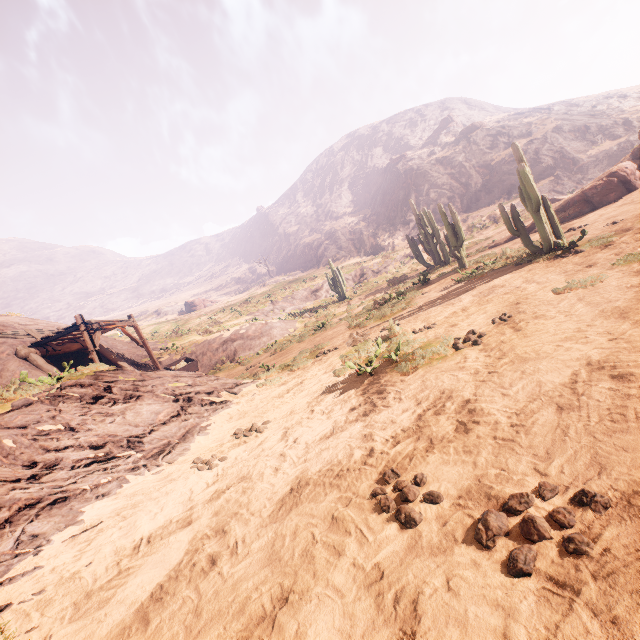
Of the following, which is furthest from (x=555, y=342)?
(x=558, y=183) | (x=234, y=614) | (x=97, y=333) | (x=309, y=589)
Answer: (x=558, y=183)

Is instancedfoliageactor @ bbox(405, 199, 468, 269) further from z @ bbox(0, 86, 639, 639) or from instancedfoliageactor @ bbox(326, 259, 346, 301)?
instancedfoliageactor @ bbox(326, 259, 346, 301)

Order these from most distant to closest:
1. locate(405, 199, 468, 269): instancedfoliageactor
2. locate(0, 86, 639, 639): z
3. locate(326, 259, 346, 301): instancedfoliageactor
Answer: locate(326, 259, 346, 301): instancedfoliageactor, locate(405, 199, 468, 269): instancedfoliageactor, locate(0, 86, 639, 639): z

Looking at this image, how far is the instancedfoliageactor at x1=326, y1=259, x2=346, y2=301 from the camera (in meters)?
29.97

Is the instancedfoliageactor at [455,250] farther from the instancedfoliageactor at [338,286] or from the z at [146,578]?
the instancedfoliageactor at [338,286]

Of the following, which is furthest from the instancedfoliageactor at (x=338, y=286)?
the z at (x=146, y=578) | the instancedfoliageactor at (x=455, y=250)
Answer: the instancedfoliageactor at (x=455, y=250)

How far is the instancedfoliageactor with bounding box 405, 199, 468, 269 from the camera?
15.85m
